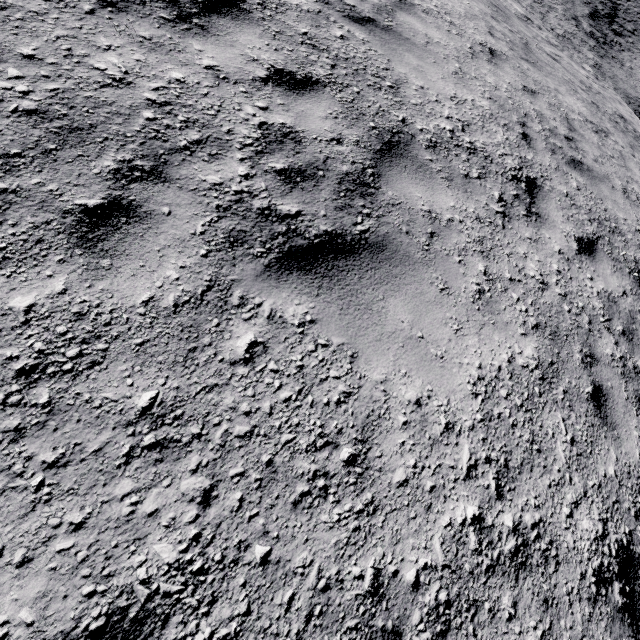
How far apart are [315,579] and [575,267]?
4.2 meters
